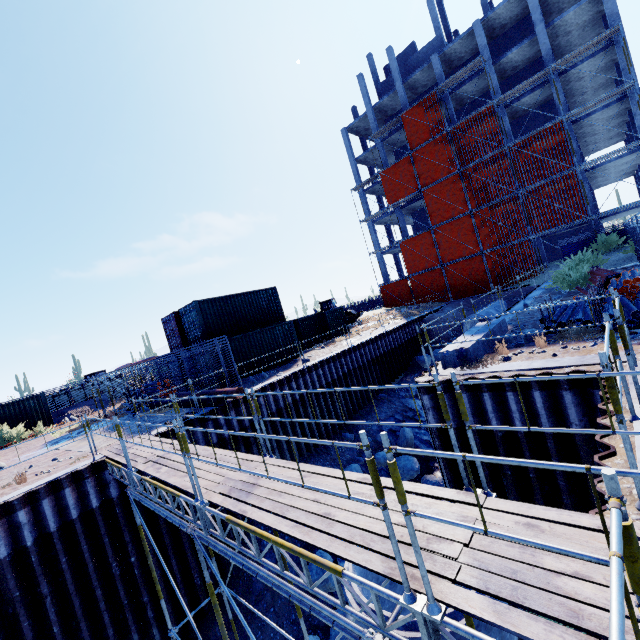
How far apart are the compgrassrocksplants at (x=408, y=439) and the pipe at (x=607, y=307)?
10.0m

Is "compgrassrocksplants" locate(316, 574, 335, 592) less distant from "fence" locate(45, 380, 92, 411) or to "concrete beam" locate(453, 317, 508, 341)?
"concrete beam" locate(453, 317, 508, 341)

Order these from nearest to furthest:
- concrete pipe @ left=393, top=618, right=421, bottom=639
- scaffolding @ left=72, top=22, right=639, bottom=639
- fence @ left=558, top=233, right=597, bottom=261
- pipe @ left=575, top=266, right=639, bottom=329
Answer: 1. scaffolding @ left=72, top=22, right=639, bottom=639
2. concrete pipe @ left=393, top=618, right=421, bottom=639
3. pipe @ left=575, top=266, right=639, bottom=329
4. fence @ left=558, top=233, right=597, bottom=261

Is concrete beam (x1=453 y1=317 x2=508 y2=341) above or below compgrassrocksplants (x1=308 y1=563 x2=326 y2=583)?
above

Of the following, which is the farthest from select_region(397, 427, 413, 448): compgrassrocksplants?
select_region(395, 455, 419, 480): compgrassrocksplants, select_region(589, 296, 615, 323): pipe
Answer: select_region(589, 296, 615, 323): pipe

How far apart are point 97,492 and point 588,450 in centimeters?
1282cm

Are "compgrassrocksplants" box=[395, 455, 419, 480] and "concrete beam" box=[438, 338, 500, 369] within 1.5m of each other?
no

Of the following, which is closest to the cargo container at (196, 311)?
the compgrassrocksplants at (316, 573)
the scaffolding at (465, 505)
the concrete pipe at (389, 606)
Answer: the scaffolding at (465, 505)
